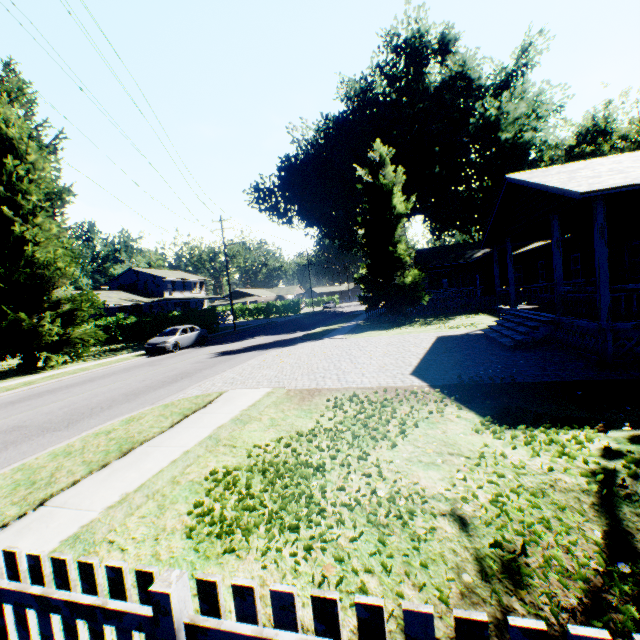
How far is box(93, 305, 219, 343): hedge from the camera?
33.2 meters

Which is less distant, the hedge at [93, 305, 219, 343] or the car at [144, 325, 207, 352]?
the car at [144, 325, 207, 352]

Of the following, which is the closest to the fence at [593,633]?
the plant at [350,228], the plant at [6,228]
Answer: the plant at [350,228]

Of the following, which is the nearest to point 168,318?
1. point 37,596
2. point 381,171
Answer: point 381,171

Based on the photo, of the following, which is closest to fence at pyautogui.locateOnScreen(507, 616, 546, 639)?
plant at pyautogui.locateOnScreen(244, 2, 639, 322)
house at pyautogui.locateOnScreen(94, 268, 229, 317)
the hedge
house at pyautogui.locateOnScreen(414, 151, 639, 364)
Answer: plant at pyautogui.locateOnScreen(244, 2, 639, 322)

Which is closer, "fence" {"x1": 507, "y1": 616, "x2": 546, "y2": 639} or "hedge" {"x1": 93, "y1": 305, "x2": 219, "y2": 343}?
"fence" {"x1": 507, "y1": 616, "x2": 546, "y2": 639}

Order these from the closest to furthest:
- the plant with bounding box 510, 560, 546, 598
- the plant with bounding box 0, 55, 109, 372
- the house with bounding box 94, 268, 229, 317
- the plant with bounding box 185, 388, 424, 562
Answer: the plant with bounding box 510, 560, 546, 598 → the plant with bounding box 185, 388, 424, 562 → the plant with bounding box 0, 55, 109, 372 → the house with bounding box 94, 268, 229, 317

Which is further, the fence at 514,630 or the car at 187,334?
the car at 187,334
